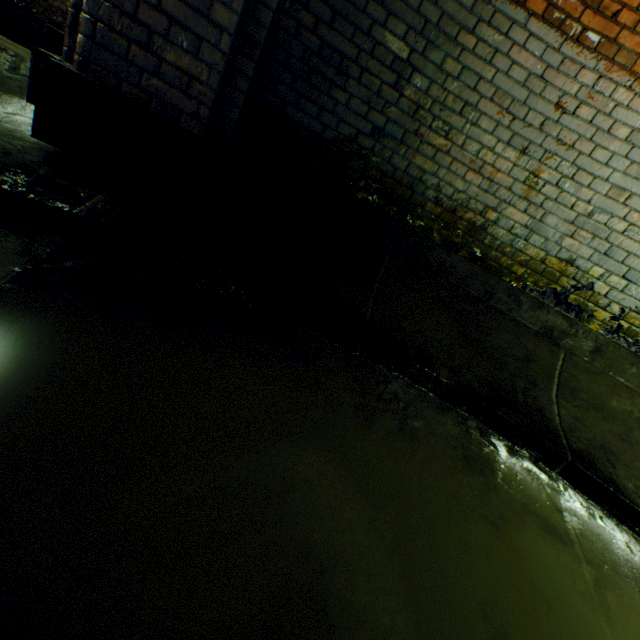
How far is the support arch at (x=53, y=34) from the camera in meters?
2.0 m

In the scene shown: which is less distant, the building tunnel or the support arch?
the building tunnel

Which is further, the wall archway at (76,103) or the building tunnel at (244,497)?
the wall archway at (76,103)

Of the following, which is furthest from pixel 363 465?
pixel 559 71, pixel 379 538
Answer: pixel 559 71

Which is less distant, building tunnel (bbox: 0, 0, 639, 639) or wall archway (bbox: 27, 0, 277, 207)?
building tunnel (bbox: 0, 0, 639, 639)

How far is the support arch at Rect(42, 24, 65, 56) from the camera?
2.0m
